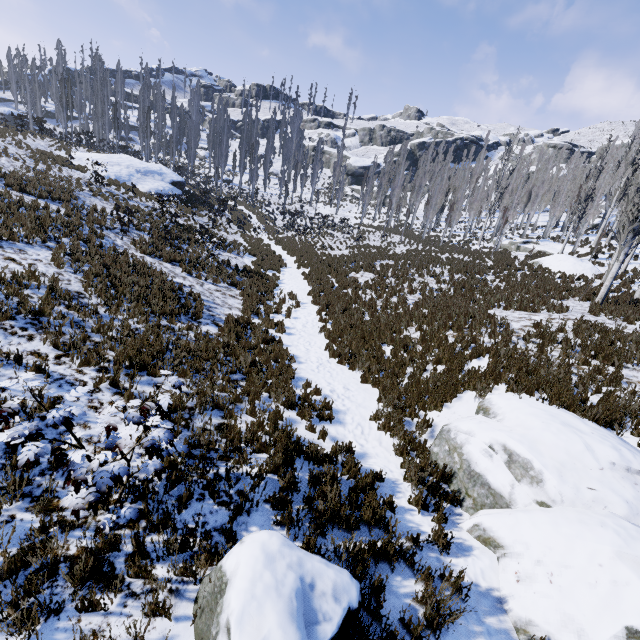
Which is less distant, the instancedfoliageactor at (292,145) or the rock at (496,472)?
the rock at (496,472)

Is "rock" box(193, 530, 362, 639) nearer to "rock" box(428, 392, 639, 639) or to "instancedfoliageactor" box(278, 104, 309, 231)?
"rock" box(428, 392, 639, 639)

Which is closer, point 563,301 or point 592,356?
point 592,356

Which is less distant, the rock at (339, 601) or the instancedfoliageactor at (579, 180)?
the rock at (339, 601)

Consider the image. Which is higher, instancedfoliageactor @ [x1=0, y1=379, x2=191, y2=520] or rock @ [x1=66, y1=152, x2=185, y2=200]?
rock @ [x1=66, y1=152, x2=185, y2=200]

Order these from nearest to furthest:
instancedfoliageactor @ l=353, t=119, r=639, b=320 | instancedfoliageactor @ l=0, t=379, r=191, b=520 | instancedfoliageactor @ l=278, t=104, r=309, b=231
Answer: instancedfoliageactor @ l=0, t=379, r=191, b=520 < instancedfoliageactor @ l=353, t=119, r=639, b=320 < instancedfoliageactor @ l=278, t=104, r=309, b=231

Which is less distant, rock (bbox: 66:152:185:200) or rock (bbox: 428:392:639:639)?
rock (bbox: 428:392:639:639)

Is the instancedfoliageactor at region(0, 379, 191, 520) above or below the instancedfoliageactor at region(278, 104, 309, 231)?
below
